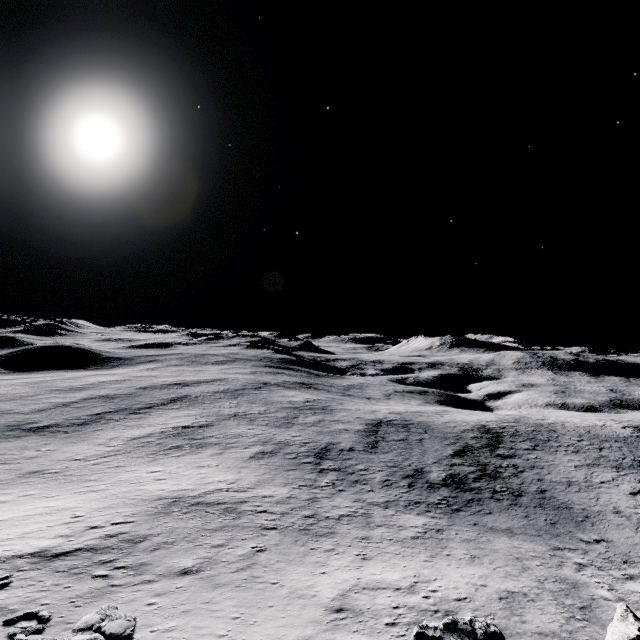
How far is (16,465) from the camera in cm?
3738

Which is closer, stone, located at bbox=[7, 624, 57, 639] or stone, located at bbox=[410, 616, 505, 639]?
stone, located at bbox=[7, 624, 57, 639]

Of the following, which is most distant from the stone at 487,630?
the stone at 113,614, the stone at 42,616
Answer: the stone at 42,616

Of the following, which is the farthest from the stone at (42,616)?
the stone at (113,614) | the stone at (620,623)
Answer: the stone at (620,623)

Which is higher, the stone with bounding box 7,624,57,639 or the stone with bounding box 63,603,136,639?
the stone with bounding box 7,624,57,639

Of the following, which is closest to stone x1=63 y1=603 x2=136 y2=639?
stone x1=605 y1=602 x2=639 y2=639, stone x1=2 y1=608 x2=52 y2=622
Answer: stone x1=2 y1=608 x2=52 y2=622

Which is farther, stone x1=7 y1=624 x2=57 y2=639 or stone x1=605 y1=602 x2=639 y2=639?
stone x1=605 y1=602 x2=639 y2=639
